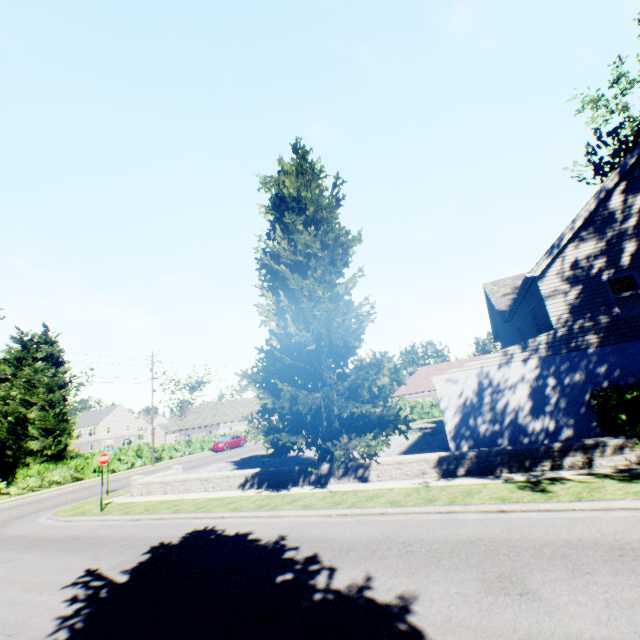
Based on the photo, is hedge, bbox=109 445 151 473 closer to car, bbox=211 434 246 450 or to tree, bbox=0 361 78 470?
tree, bbox=0 361 78 470

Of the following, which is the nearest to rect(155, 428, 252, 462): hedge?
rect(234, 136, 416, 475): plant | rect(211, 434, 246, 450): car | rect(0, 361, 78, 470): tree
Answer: rect(0, 361, 78, 470): tree

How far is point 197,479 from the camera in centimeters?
1452cm

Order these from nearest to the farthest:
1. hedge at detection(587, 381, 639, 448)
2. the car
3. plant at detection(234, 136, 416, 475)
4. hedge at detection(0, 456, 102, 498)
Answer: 1. hedge at detection(587, 381, 639, 448)
2. plant at detection(234, 136, 416, 475)
3. hedge at detection(0, 456, 102, 498)
4. the car

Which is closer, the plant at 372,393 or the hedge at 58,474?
the plant at 372,393

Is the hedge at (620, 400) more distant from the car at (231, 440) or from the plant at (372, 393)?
the car at (231, 440)

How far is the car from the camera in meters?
37.3

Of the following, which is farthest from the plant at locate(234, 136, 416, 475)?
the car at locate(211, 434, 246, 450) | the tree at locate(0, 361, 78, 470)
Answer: the car at locate(211, 434, 246, 450)
